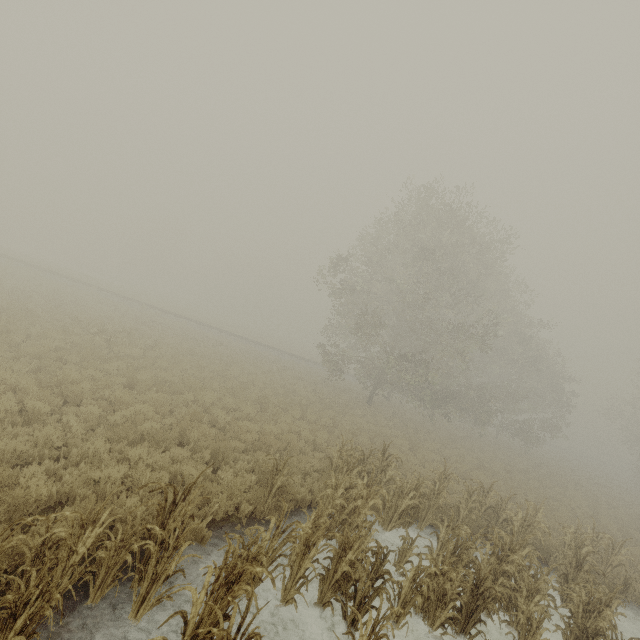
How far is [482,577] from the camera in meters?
6.5
